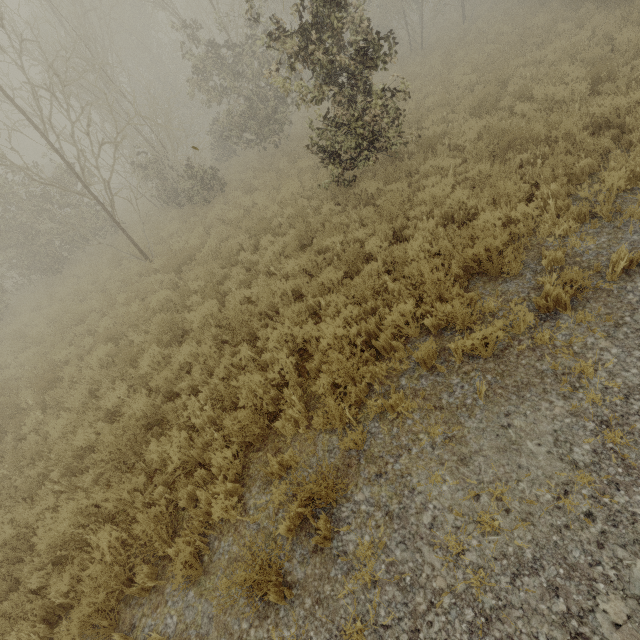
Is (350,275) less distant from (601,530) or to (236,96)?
(601,530)
